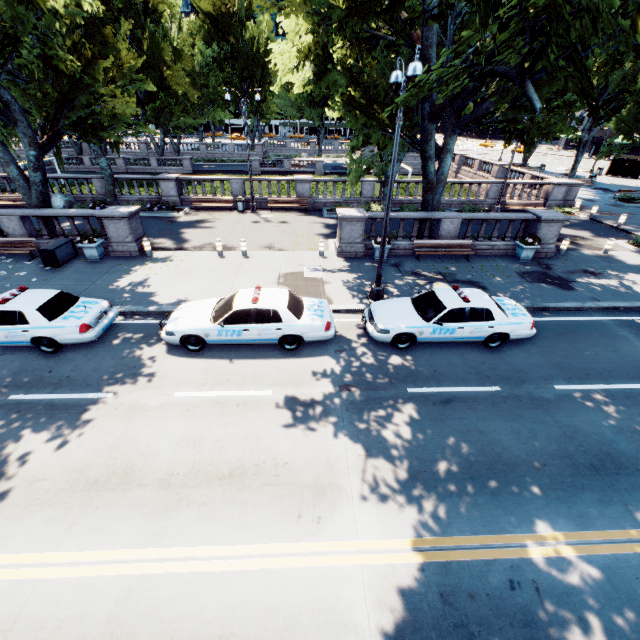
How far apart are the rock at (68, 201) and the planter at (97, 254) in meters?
10.7 m

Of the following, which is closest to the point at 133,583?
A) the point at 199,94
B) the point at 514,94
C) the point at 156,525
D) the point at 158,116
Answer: the point at 156,525

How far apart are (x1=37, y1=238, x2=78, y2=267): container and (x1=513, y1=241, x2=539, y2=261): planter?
21.86m

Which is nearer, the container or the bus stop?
the container

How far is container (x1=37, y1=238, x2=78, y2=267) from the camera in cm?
1421

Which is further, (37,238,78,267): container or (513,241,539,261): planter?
(513,241,539,261): planter

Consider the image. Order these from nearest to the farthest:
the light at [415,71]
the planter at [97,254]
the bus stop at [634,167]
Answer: the light at [415,71], the planter at [97,254], the bus stop at [634,167]

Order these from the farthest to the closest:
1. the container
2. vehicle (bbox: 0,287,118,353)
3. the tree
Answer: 1. the container
2. vehicle (bbox: 0,287,118,353)
3. the tree
